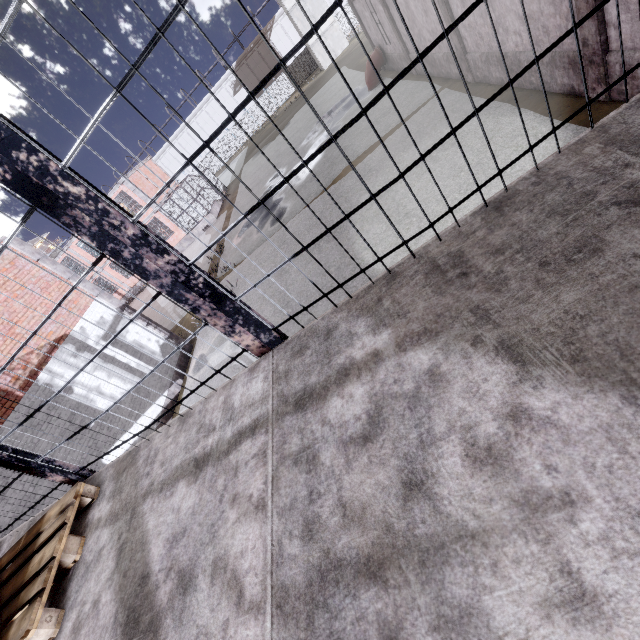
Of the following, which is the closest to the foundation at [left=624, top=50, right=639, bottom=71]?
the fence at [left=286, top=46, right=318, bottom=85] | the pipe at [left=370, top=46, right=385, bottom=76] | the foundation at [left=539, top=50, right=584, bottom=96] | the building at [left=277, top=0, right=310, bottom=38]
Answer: the foundation at [left=539, top=50, right=584, bottom=96]

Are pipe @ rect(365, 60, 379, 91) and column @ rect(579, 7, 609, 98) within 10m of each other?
no

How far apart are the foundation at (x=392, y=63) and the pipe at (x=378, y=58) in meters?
0.1 m

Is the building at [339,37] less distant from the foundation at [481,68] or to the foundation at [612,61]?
the foundation at [481,68]

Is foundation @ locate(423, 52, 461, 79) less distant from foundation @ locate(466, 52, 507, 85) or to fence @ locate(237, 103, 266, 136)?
foundation @ locate(466, 52, 507, 85)

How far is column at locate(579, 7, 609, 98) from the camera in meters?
6.0

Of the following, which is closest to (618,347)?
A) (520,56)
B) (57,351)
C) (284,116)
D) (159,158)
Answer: (520,56)

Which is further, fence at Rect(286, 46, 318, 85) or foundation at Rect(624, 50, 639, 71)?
fence at Rect(286, 46, 318, 85)
